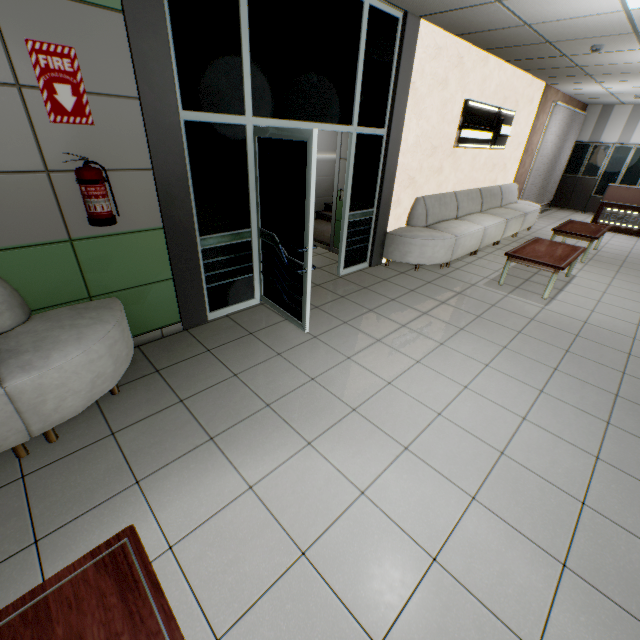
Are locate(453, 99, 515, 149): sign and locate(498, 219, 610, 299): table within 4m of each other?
yes

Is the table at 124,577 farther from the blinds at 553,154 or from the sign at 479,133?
the blinds at 553,154

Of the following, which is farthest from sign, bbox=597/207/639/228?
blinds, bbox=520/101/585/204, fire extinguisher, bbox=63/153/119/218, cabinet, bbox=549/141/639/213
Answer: fire extinguisher, bbox=63/153/119/218

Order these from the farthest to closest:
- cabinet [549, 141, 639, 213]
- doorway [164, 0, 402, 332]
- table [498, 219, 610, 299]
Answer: cabinet [549, 141, 639, 213] < table [498, 219, 610, 299] < doorway [164, 0, 402, 332]

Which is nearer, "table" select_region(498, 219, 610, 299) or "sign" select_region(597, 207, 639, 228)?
"table" select_region(498, 219, 610, 299)

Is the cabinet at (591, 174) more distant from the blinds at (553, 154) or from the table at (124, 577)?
the table at (124, 577)

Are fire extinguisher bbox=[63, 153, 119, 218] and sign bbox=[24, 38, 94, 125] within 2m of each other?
yes

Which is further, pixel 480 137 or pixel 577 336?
pixel 480 137
